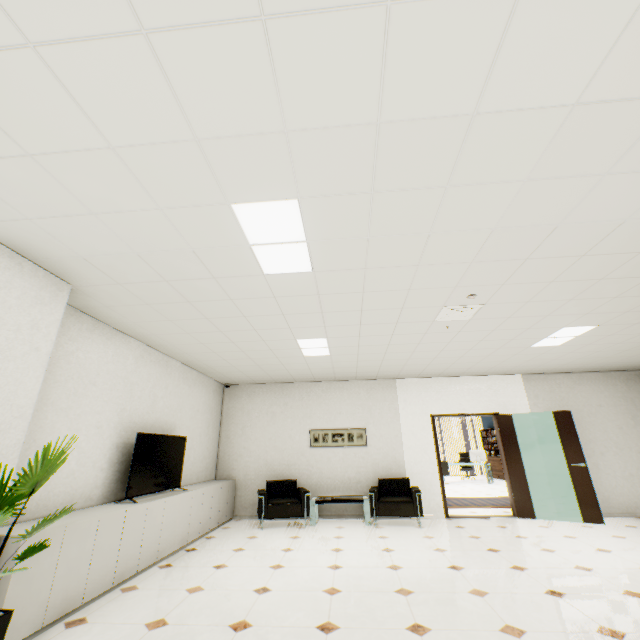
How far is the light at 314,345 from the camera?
5.1m

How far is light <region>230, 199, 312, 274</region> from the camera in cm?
229

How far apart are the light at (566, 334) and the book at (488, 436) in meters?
11.1 m

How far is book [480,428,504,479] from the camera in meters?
14.5 m

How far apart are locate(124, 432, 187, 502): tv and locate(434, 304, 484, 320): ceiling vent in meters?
4.4

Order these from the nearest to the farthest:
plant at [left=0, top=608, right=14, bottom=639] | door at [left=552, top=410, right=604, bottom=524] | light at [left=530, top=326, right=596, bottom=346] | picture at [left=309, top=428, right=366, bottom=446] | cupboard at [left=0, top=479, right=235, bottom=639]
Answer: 1. plant at [left=0, top=608, right=14, bottom=639]
2. cupboard at [left=0, top=479, right=235, bottom=639]
3. light at [left=530, top=326, right=596, bottom=346]
4. door at [left=552, top=410, right=604, bottom=524]
5. picture at [left=309, top=428, right=366, bottom=446]

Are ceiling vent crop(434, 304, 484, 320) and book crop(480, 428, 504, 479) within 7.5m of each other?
no

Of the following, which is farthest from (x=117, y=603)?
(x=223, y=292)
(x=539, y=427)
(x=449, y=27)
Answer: (x=539, y=427)
